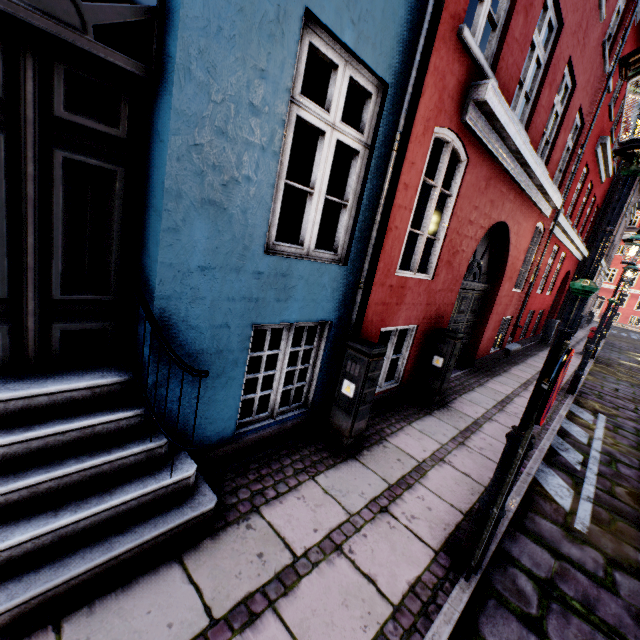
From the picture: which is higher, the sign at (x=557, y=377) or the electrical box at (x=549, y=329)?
the sign at (x=557, y=377)

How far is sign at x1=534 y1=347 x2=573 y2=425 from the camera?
1.89m

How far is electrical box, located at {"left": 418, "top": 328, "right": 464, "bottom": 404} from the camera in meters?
5.2

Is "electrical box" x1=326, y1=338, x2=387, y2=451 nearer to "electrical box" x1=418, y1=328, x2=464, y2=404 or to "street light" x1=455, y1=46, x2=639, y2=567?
"street light" x1=455, y1=46, x2=639, y2=567

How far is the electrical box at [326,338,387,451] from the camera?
3.5m

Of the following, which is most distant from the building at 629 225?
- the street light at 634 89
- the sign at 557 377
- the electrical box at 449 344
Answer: → the sign at 557 377

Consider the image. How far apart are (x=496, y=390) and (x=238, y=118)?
7.00m

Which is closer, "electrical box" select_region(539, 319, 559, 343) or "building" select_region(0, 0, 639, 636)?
"building" select_region(0, 0, 639, 636)
